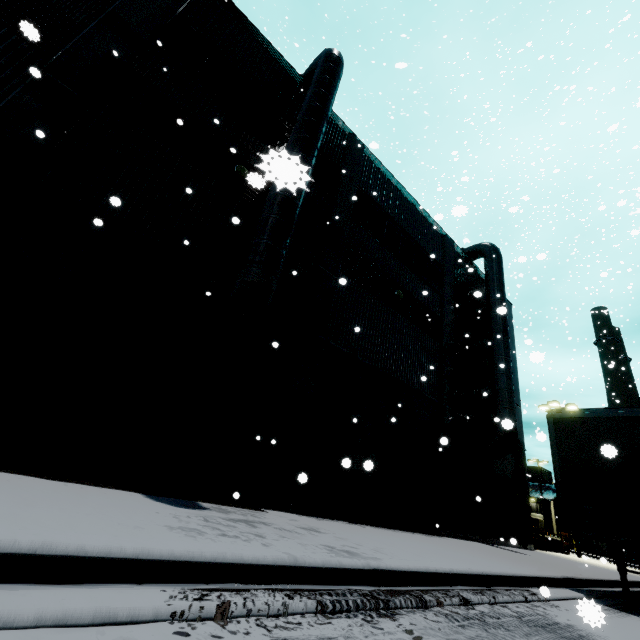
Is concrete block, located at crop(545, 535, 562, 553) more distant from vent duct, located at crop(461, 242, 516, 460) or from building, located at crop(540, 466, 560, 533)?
building, located at crop(540, 466, 560, 533)

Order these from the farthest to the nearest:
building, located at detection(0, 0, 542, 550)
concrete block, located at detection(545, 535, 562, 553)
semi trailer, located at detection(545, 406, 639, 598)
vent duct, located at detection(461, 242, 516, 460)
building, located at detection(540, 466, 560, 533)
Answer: building, located at detection(540, 466, 560, 533)
concrete block, located at detection(545, 535, 562, 553)
vent duct, located at detection(461, 242, 516, 460)
semi trailer, located at detection(545, 406, 639, 598)
building, located at detection(0, 0, 542, 550)

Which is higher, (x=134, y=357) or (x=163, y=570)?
(x=134, y=357)

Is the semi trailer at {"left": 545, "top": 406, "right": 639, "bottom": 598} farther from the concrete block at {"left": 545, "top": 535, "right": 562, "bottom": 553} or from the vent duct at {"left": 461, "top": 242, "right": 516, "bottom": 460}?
the concrete block at {"left": 545, "top": 535, "right": 562, "bottom": 553}

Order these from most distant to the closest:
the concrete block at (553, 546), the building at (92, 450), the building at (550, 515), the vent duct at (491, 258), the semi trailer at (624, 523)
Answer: the building at (550, 515)
the concrete block at (553, 546)
the vent duct at (491, 258)
the semi trailer at (624, 523)
the building at (92, 450)

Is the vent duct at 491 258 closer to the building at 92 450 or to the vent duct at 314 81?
the building at 92 450

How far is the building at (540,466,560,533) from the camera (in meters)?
44.06
